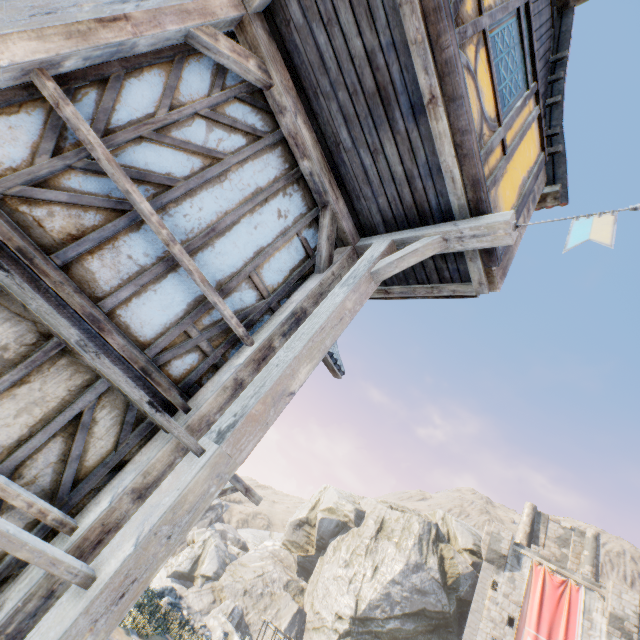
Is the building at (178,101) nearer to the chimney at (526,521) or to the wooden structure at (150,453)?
the wooden structure at (150,453)

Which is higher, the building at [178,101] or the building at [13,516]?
the building at [178,101]

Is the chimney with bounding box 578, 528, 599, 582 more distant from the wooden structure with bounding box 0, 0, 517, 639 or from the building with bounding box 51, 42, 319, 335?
the wooden structure with bounding box 0, 0, 517, 639

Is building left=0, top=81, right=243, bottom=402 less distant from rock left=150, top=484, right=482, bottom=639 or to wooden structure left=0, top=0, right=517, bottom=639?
wooden structure left=0, top=0, right=517, bottom=639

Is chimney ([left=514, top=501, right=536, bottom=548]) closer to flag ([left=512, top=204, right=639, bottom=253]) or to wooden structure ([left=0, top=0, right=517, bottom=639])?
flag ([left=512, top=204, right=639, bottom=253])

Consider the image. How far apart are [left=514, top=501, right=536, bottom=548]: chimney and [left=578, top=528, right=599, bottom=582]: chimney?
3.2m

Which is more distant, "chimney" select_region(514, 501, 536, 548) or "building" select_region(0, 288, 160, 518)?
"chimney" select_region(514, 501, 536, 548)

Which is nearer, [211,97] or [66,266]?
[66,266]
